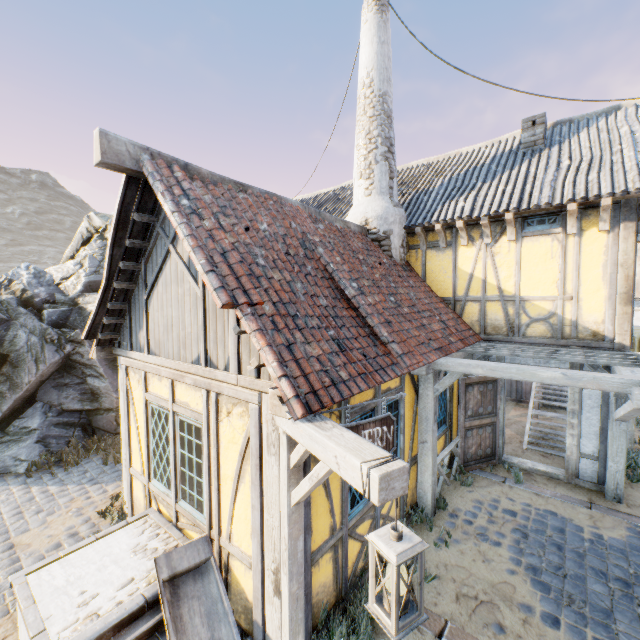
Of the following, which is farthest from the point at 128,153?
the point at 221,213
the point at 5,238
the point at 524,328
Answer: the point at 5,238

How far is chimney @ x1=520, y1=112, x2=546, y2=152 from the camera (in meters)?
8.34

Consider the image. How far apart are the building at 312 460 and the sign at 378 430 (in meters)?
0.30

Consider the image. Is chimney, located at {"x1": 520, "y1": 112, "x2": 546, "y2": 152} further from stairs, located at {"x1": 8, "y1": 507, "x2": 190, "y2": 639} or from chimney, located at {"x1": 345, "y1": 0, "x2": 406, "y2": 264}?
stairs, located at {"x1": 8, "y1": 507, "x2": 190, "y2": 639}

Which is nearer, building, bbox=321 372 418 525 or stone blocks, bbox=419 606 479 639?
stone blocks, bbox=419 606 479 639

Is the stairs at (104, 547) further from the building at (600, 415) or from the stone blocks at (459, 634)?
the building at (600, 415)

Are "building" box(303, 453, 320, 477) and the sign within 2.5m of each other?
yes

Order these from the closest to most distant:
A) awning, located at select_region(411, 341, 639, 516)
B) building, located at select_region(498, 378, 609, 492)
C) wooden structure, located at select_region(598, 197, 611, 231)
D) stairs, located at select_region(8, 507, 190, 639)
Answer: stairs, located at select_region(8, 507, 190, 639), awning, located at select_region(411, 341, 639, 516), wooden structure, located at select_region(598, 197, 611, 231), building, located at select_region(498, 378, 609, 492)
